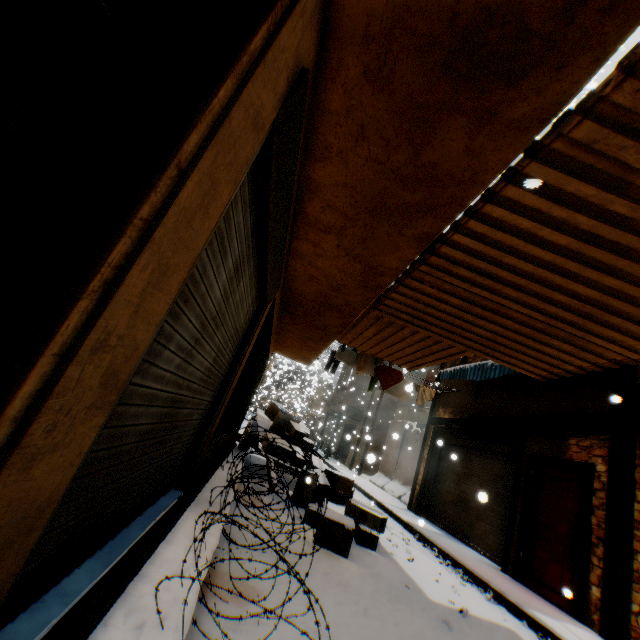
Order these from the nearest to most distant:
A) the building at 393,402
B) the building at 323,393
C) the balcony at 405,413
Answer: the balcony at 405,413
the building at 393,402
the building at 323,393

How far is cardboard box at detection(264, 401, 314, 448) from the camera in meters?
9.0 m

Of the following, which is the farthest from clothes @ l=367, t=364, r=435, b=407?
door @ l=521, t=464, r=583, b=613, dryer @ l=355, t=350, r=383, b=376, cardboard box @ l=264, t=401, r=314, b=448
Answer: door @ l=521, t=464, r=583, b=613

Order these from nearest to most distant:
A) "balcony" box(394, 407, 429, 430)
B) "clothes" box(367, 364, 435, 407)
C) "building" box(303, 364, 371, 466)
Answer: "clothes" box(367, 364, 435, 407) → "balcony" box(394, 407, 429, 430) → "building" box(303, 364, 371, 466)

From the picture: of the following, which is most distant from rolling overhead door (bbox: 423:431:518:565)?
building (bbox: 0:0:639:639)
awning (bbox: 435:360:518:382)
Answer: awning (bbox: 435:360:518:382)

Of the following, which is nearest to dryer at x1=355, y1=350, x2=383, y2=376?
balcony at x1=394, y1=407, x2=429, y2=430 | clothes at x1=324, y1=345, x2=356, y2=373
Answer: clothes at x1=324, y1=345, x2=356, y2=373

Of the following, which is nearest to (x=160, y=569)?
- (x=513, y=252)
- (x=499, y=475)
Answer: (x=513, y=252)

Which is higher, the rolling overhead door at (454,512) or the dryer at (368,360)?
the dryer at (368,360)
